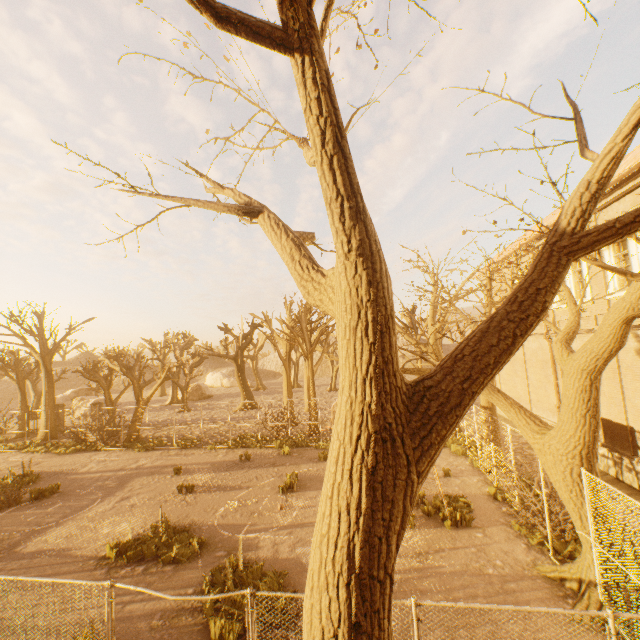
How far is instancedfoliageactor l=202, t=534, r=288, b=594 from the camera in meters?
7.8

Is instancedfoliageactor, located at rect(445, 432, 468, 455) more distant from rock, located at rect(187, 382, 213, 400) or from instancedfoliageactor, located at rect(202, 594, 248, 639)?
rock, located at rect(187, 382, 213, 400)

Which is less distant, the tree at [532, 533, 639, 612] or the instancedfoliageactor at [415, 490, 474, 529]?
the tree at [532, 533, 639, 612]

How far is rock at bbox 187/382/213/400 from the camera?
46.06m

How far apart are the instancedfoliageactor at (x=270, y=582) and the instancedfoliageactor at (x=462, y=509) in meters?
6.3

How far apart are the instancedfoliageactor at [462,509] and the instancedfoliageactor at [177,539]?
7.8m

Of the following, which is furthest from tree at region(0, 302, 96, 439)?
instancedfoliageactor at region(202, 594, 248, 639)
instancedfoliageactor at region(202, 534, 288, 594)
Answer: instancedfoliageactor at region(202, 534, 288, 594)

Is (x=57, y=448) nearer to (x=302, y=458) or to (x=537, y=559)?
(x=302, y=458)
